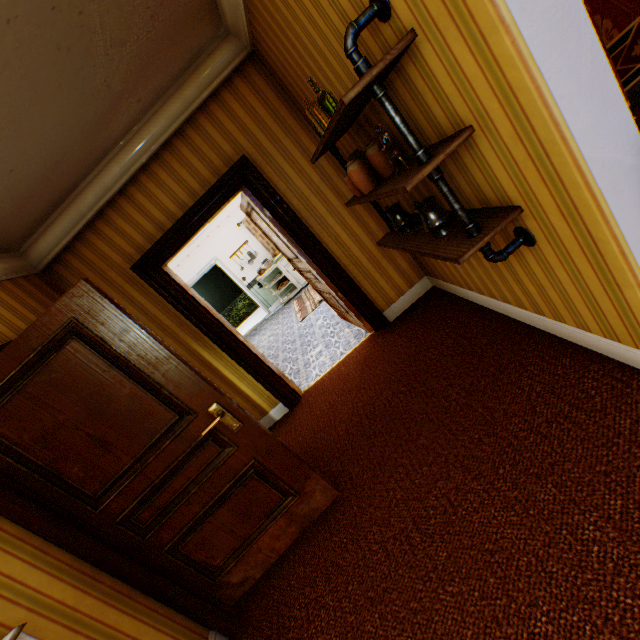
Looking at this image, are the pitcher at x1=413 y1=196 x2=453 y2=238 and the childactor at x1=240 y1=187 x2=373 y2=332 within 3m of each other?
yes

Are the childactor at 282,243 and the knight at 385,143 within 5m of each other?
yes

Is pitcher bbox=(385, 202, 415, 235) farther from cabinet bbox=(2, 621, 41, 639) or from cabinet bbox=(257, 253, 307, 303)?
cabinet bbox=(257, 253, 307, 303)

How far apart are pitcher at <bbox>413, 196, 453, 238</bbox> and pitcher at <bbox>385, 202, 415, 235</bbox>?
0.4 meters

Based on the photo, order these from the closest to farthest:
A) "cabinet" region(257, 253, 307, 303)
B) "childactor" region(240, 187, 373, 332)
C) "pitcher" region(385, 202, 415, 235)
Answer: "pitcher" region(385, 202, 415, 235) < "childactor" region(240, 187, 373, 332) < "cabinet" region(257, 253, 307, 303)

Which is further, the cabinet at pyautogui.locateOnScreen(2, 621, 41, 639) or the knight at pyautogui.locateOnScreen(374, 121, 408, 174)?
the knight at pyautogui.locateOnScreen(374, 121, 408, 174)

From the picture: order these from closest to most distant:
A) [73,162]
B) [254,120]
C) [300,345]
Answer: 1. [73,162]
2. [254,120]
3. [300,345]

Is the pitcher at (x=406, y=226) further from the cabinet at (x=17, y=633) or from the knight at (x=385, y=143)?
the cabinet at (x=17, y=633)
